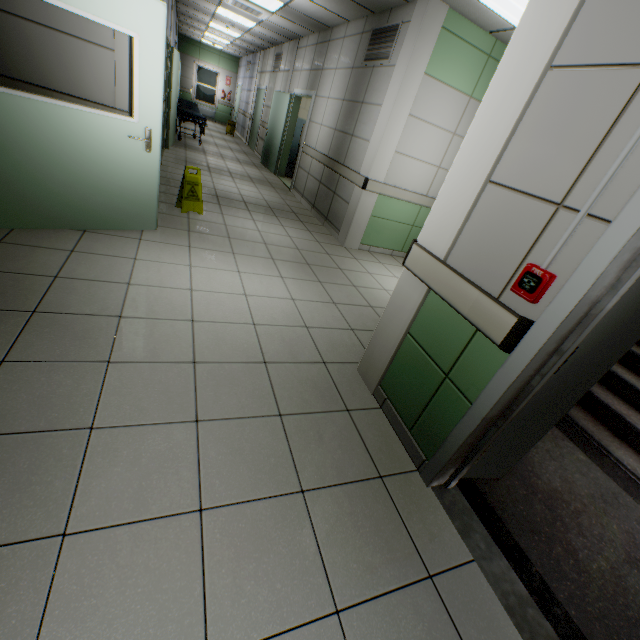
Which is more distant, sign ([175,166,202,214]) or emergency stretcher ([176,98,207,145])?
emergency stretcher ([176,98,207,145])

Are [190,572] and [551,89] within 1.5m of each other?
no

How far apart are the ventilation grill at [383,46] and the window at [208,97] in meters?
16.2 m

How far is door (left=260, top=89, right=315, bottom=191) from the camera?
7.80m

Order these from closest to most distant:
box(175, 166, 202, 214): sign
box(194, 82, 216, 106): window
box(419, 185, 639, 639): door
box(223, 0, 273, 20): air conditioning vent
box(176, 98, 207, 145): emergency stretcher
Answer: box(419, 185, 639, 639): door < box(175, 166, 202, 214): sign < box(223, 0, 273, 20): air conditioning vent < box(176, 98, 207, 145): emergency stretcher < box(194, 82, 216, 106): window

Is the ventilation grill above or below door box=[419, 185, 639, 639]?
above

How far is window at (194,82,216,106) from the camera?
17.4 meters

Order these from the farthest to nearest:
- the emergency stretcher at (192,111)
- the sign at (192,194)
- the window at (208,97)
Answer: the window at (208,97), the emergency stretcher at (192,111), the sign at (192,194)
